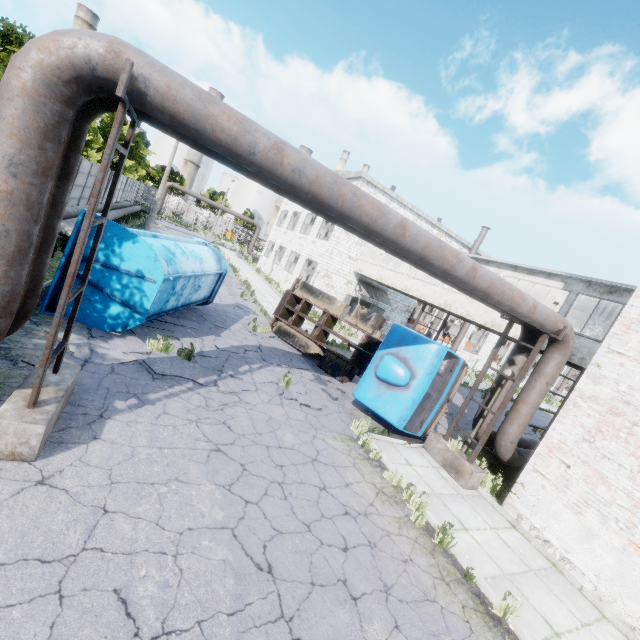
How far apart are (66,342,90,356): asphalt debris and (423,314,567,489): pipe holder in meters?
9.7

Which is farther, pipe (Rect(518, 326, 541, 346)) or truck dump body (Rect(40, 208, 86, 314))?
pipe (Rect(518, 326, 541, 346))

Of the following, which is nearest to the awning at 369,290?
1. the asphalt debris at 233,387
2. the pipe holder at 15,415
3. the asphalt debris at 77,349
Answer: the asphalt debris at 233,387

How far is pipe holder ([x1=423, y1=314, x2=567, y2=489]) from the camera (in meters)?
8.74

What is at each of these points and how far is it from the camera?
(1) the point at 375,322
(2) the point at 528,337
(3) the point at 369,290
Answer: (1) truck, 12.9 meters
(2) pipe, 9.7 meters
(3) awning, 26.7 meters

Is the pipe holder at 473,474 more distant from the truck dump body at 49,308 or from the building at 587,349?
the truck dump body at 49,308

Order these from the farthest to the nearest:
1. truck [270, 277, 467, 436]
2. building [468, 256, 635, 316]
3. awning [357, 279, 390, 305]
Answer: awning [357, 279, 390, 305] < building [468, 256, 635, 316] < truck [270, 277, 467, 436]

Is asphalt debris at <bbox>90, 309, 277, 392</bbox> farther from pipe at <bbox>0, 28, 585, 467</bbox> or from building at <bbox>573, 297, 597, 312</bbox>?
building at <bbox>573, 297, 597, 312</bbox>
